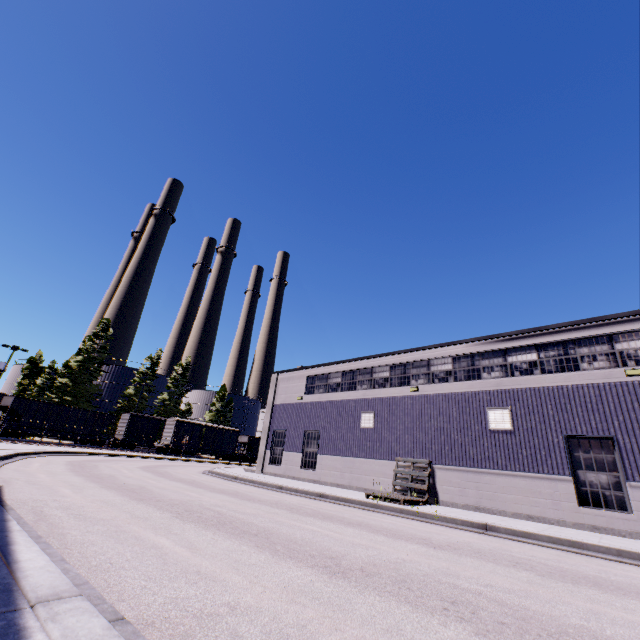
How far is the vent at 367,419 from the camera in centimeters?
1908cm

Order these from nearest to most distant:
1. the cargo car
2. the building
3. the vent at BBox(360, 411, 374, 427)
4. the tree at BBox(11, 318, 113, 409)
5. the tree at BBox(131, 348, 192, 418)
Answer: the building, the vent at BBox(360, 411, 374, 427), the tree at BBox(11, 318, 113, 409), the cargo car, the tree at BBox(131, 348, 192, 418)

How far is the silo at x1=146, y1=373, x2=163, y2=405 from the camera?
57.6m

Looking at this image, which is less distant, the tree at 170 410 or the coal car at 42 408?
the coal car at 42 408

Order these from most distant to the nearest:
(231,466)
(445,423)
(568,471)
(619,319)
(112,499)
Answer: (231,466) → (445,423) → (619,319) → (568,471) → (112,499)

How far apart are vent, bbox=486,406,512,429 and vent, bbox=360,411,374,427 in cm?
623

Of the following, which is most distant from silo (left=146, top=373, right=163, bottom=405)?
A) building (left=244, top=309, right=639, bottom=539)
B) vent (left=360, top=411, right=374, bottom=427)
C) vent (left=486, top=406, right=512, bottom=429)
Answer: vent (left=486, top=406, right=512, bottom=429)
